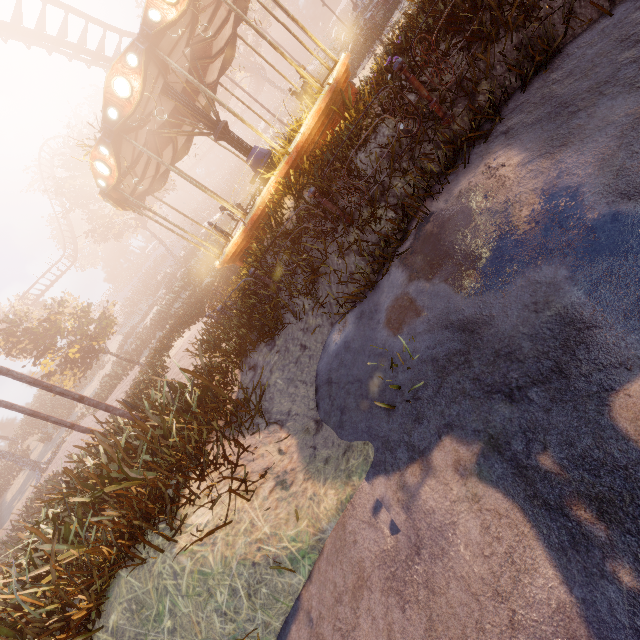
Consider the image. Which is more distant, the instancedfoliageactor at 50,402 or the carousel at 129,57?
the instancedfoliageactor at 50,402

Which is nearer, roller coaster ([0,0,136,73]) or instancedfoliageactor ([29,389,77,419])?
roller coaster ([0,0,136,73])

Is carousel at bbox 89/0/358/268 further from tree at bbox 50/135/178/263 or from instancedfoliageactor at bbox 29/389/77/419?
→ tree at bbox 50/135/178/263

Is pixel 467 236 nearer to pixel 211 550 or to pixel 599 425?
pixel 599 425

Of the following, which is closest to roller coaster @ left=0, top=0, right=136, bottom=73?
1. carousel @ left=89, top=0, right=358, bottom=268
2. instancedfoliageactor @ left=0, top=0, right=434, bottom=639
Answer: instancedfoliageactor @ left=0, top=0, right=434, bottom=639

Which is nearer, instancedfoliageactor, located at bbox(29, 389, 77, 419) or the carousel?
the carousel

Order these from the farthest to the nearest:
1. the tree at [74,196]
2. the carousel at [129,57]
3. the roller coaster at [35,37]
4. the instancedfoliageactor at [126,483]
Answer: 1. the tree at [74,196]
2. the roller coaster at [35,37]
3. the carousel at [129,57]
4. the instancedfoliageactor at [126,483]

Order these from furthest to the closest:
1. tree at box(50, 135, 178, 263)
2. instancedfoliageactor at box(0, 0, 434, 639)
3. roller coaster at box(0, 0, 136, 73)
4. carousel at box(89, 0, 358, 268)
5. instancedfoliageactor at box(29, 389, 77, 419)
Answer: instancedfoliageactor at box(29, 389, 77, 419), tree at box(50, 135, 178, 263), roller coaster at box(0, 0, 136, 73), carousel at box(89, 0, 358, 268), instancedfoliageactor at box(0, 0, 434, 639)
